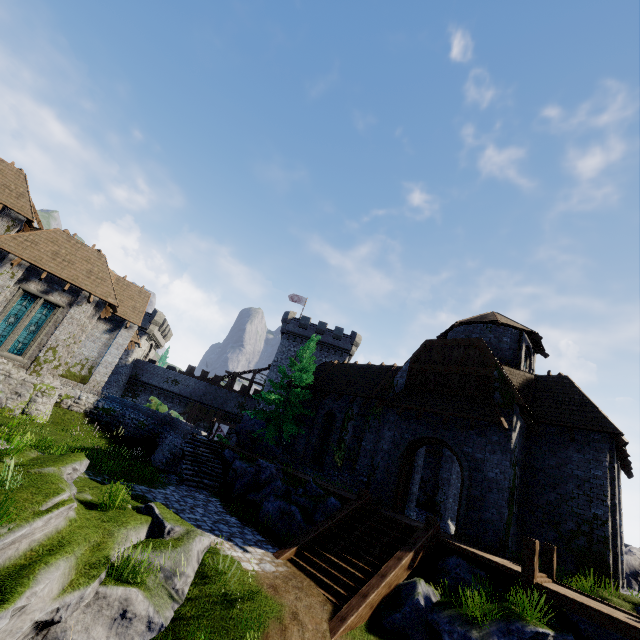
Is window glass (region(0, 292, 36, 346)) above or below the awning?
below

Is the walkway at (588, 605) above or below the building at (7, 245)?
below

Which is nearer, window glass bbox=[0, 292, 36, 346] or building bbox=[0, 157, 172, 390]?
window glass bbox=[0, 292, 36, 346]

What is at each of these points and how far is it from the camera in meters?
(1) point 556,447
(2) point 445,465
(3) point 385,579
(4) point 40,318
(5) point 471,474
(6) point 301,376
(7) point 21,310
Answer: (1) building, 14.7
(2) building, 22.2
(3) stairs, 9.1
(4) window glass, 19.0
(5) double door, 13.7
(6) tree, 23.4
(7) window glass, 18.5

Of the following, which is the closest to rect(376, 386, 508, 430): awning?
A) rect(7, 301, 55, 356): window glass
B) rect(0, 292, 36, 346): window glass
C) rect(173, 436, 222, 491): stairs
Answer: rect(173, 436, 222, 491): stairs

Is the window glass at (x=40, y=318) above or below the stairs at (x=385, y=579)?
above

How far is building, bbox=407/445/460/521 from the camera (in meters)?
18.33

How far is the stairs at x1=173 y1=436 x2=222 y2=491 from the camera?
16.1m
